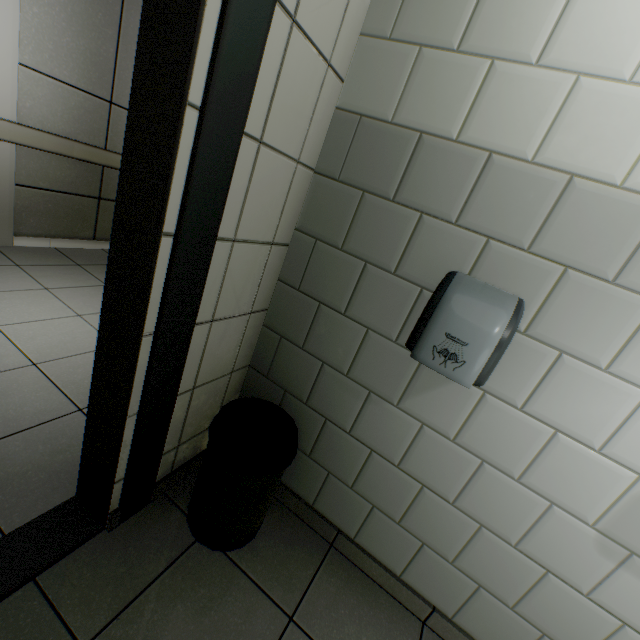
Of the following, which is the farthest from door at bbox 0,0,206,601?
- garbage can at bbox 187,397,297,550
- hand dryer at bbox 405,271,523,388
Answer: hand dryer at bbox 405,271,523,388

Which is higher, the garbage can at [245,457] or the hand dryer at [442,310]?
the hand dryer at [442,310]

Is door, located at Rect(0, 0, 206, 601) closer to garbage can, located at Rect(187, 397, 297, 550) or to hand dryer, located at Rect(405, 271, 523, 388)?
garbage can, located at Rect(187, 397, 297, 550)

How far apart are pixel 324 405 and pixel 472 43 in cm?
148

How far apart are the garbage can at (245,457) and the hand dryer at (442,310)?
0.6m

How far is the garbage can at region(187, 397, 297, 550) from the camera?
1.2m
